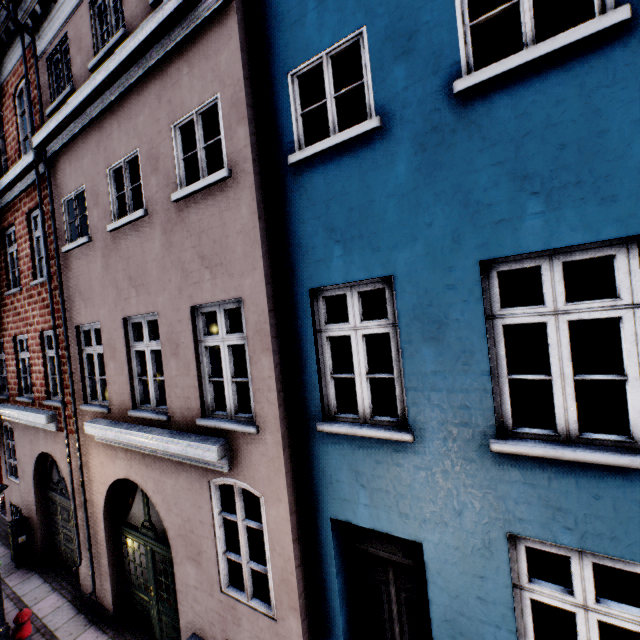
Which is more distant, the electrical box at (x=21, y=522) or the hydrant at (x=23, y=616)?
the electrical box at (x=21, y=522)

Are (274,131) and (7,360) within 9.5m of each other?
no

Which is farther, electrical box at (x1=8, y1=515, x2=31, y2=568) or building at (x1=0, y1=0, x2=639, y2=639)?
electrical box at (x1=8, y1=515, x2=31, y2=568)

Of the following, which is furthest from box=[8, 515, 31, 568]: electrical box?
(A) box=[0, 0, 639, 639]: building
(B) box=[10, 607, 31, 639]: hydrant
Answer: (B) box=[10, 607, 31, 639]: hydrant

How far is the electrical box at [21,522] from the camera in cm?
893

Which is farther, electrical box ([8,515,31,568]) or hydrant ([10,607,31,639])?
electrical box ([8,515,31,568])

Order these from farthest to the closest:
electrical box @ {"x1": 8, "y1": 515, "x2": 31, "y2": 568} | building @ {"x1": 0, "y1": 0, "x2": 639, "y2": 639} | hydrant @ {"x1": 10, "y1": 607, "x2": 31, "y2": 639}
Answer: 1. electrical box @ {"x1": 8, "y1": 515, "x2": 31, "y2": 568}
2. hydrant @ {"x1": 10, "y1": 607, "x2": 31, "y2": 639}
3. building @ {"x1": 0, "y1": 0, "x2": 639, "y2": 639}

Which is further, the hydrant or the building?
the hydrant
